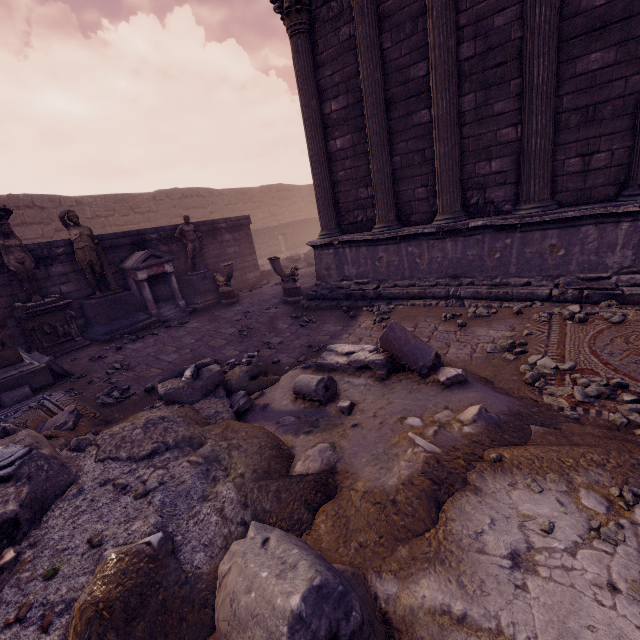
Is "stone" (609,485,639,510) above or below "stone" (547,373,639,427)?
above

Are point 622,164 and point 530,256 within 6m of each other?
yes

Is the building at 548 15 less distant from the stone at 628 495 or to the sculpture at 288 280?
the sculpture at 288 280

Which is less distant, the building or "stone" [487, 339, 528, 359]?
"stone" [487, 339, 528, 359]

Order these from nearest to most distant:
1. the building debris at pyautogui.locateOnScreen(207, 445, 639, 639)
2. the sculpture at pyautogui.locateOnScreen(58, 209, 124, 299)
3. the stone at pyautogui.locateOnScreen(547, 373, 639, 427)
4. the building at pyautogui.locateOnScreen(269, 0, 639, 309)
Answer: the building debris at pyautogui.locateOnScreen(207, 445, 639, 639), the stone at pyautogui.locateOnScreen(547, 373, 639, 427), the building at pyautogui.locateOnScreen(269, 0, 639, 309), the sculpture at pyautogui.locateOnScreen(58, 209, 124, 299)

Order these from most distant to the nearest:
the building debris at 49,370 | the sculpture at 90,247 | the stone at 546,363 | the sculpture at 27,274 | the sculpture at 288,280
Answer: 1. the sculpture at 288,280
2. the sculpture at 90,247
3. the sculpture at 27,274
4. the building debris at 49,370
5. the stone at 546,363

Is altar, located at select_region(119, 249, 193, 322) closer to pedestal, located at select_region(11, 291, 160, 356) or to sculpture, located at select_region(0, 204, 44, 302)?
pedestal, located at select_region(11, 291, 160, 356)

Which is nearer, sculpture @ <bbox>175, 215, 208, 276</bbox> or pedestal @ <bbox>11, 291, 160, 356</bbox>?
pedestal @ <bbox>11, 291, 160, 356</bbox>
